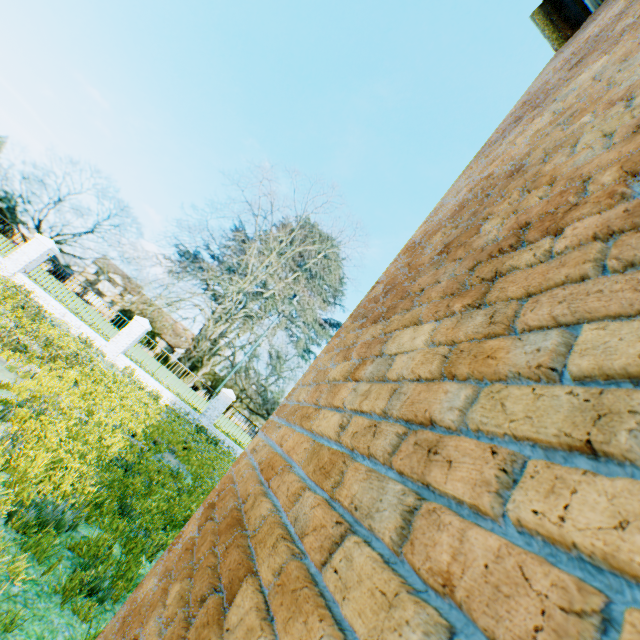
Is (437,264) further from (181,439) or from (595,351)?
(181,439)

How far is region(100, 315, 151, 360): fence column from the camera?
15.1m

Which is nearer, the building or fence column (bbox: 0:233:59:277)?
the building

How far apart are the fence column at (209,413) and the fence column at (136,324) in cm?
470

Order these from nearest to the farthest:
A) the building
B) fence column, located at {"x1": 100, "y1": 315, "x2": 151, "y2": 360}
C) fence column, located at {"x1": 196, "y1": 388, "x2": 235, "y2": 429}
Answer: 1. the building
2. fence column, located at {"x1": 100, "y1": 315, "x2": 151, "y2": 360}
3. fence column, located at {"x1": 196, "y1": 388, "x2": 235, "y2": 429}

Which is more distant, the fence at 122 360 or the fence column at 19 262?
the fence at 122 360

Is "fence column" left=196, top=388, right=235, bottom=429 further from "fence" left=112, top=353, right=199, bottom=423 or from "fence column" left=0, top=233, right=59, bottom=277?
"fence column" left=0, top=233, right=59, bottom=277

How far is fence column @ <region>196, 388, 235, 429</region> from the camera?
16.0m
